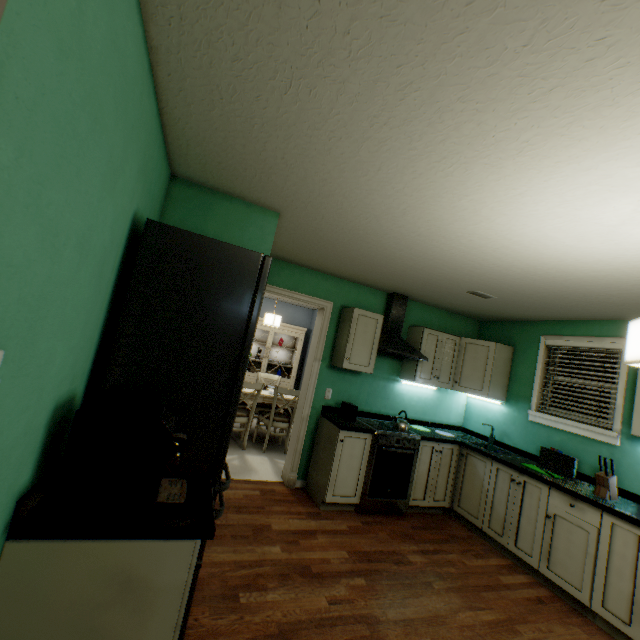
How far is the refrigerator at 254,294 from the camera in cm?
144

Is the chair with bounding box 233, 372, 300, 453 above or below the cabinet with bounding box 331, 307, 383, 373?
below

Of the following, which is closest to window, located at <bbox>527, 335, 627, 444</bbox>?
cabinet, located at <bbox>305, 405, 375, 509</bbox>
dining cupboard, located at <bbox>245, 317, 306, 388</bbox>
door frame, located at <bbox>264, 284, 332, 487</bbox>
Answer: cabinet, located at <bbox>305, 405, 375, 509</bbox>

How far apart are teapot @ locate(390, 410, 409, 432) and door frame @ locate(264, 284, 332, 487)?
1.0m

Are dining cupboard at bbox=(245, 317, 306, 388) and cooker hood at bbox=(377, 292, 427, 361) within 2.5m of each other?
no

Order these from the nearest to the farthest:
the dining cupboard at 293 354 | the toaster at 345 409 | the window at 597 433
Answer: the window at 597 433 → the toaster at 345 409 → the dining cupboard at 293 354

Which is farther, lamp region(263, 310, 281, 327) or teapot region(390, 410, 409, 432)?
lamp region(263, 310, 281, 327)

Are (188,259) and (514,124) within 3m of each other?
yes
